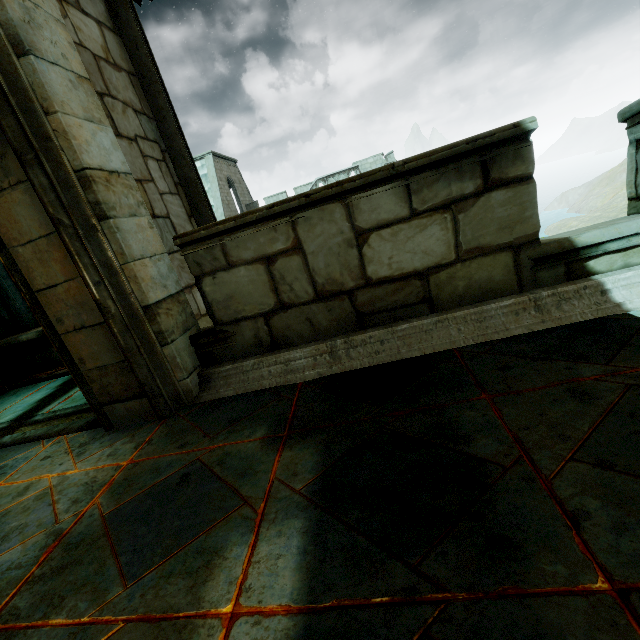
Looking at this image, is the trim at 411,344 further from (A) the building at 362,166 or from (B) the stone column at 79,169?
(A) the building at 362,166

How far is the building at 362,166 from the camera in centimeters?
2522cm

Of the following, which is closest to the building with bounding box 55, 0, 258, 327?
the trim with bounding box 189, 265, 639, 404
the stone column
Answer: the stone column

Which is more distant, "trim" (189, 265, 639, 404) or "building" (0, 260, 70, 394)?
"building" (0, 260, 70, 394)

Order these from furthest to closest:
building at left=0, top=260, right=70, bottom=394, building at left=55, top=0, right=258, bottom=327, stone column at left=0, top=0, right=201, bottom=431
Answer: building at left=0, top=260, right=70, bottom=394
building at left=55, top=0, right=258, bottom=327
stone column at left=0, top=0, right=201, bottom=431

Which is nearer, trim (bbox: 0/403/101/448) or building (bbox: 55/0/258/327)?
trim (bbox: 0/403/101/448)

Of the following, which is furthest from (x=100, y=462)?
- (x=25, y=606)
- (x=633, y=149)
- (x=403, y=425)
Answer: (x=633, y=149)

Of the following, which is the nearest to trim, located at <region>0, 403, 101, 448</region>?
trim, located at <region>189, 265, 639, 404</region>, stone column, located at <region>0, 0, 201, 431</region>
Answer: stone column, located at <region>0, 0, 201, 431</region>
